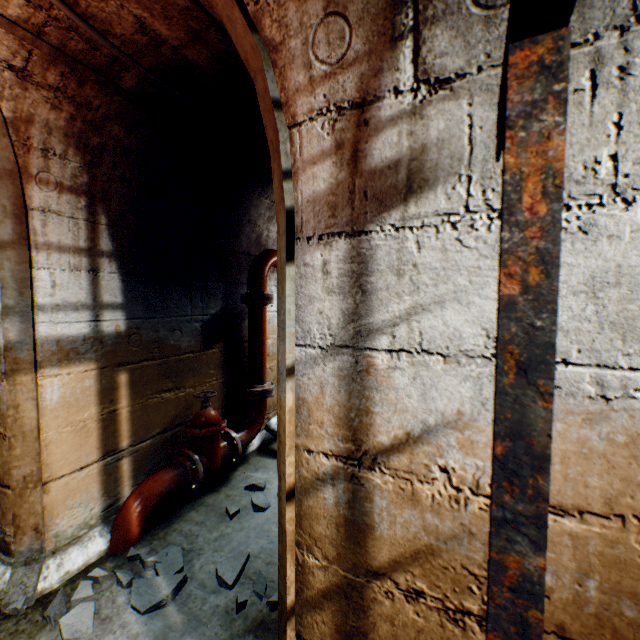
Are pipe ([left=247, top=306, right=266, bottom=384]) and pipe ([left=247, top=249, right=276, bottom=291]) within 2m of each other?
yes

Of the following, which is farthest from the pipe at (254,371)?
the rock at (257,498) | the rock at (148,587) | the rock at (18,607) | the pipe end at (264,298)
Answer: the rock at (18,607)

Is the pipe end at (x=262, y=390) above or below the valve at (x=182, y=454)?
above

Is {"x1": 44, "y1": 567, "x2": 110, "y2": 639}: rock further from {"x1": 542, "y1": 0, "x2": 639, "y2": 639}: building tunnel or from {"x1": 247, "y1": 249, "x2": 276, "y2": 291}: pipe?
{"x1": 247, "y1": 249, "x2": 276, "y2": 291}: pipe

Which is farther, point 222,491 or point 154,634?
point 222,491

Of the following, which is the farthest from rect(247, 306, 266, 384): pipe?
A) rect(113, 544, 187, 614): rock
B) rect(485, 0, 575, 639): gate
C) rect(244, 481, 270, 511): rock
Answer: rect(485, 0, 575, 639): gate

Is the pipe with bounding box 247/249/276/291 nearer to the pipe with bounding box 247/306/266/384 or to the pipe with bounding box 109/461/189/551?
the pipe with bounding box 247/306/266/384

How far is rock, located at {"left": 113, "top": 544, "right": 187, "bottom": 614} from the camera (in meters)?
1.81
